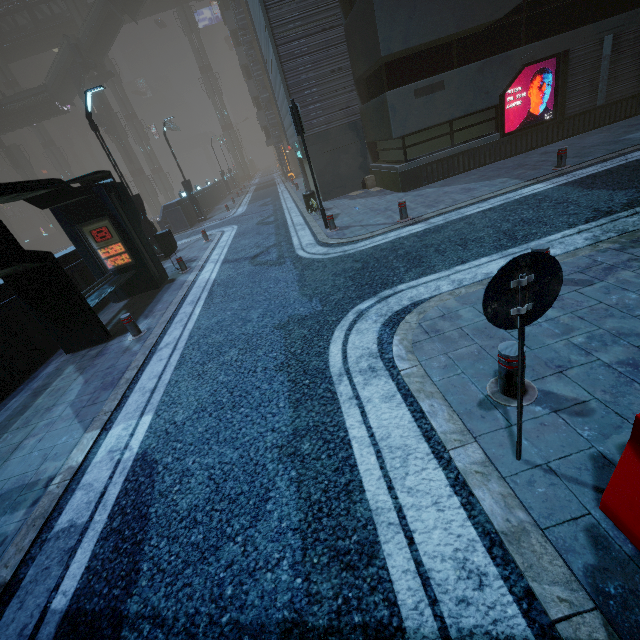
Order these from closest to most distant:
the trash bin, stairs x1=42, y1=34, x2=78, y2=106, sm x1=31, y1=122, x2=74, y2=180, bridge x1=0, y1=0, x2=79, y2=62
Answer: the trash bin
stairs x1=42, y1=34, x2=78, y2=106
bridge x1=0, y1=0, x2=79, y2=62
sm x1=31, y1=122, x2=74, y2=180

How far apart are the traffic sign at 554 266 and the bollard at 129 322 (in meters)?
7.73

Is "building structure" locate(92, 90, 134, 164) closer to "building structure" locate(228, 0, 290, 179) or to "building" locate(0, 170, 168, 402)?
"building" locate(0, 170, 168, 402)

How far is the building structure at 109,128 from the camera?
43.31m

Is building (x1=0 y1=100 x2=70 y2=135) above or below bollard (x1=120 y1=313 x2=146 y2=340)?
above

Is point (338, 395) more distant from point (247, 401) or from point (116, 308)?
point (116, 308)

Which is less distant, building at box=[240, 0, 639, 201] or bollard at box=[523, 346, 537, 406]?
bollard at box=[523, 346, 537, 406]

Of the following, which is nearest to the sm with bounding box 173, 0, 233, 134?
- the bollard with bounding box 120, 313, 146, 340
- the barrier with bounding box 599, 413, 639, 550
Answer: the bollard with bounding box 120, 313, 146, 340
